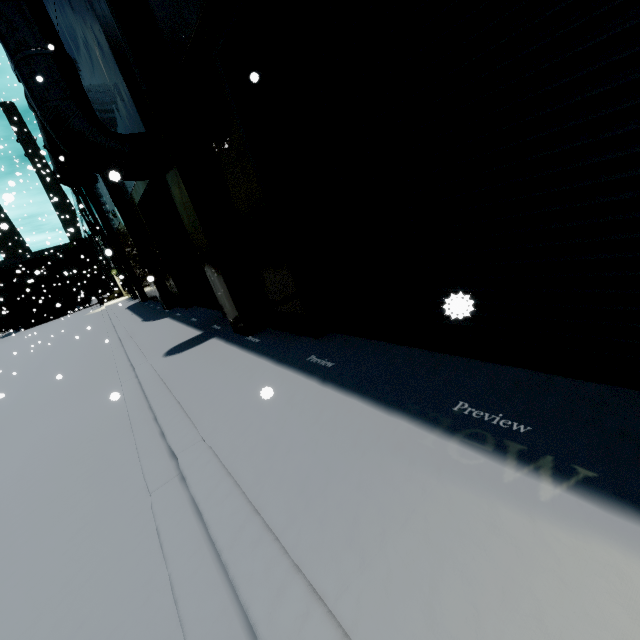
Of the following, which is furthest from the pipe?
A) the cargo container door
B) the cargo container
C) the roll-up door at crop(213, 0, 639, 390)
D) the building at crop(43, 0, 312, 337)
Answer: the cargo container

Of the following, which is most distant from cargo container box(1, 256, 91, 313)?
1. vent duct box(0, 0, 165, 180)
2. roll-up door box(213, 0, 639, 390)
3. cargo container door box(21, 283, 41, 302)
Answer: vent duct box(0, 0, 165, 180)

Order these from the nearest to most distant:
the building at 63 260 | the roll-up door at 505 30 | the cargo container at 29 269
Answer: the roll-up door at 505 30, the cargo container at 29 269, the building at 63 260

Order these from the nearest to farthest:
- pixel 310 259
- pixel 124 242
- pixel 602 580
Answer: pixel 602 580 < pixel 310 259 < pixel 124 242

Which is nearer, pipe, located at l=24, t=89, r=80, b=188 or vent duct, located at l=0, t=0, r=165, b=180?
vent duct, located at l=0, t=0, r=165, b=180

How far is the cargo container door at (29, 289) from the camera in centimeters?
4109cm

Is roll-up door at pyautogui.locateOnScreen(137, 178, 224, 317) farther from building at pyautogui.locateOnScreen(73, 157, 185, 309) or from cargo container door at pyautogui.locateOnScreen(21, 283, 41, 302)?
cargo container door at pyautogui.locateOnScreen(21, 283, 41, 302)

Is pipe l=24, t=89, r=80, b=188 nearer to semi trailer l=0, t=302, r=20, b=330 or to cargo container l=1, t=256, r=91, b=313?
semi trailer l=0, t=302, r=20, b=330
